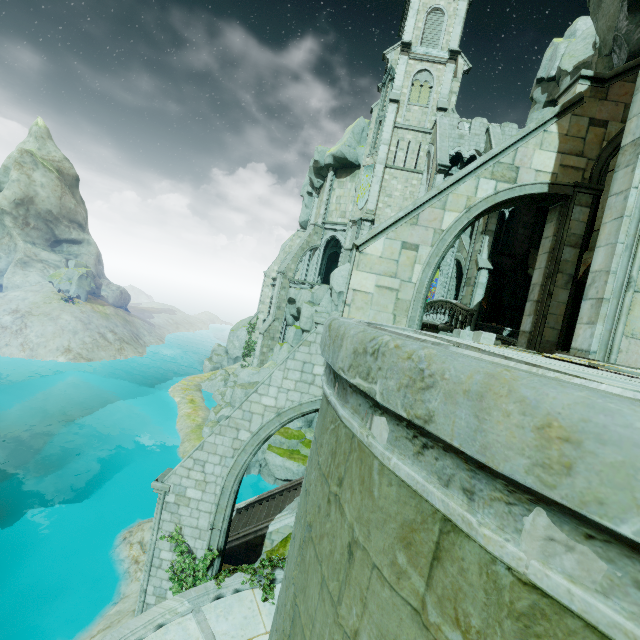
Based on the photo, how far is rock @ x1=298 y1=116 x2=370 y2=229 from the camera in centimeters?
3306cm

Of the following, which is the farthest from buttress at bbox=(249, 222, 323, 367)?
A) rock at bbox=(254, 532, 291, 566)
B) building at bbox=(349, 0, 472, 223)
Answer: rock at bbox=(254, 532, 291, 566)

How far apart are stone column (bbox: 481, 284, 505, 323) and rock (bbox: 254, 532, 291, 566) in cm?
2291

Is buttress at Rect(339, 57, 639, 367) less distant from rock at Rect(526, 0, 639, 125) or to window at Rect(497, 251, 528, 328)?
rock at Rect(526, 0, 639, 125)

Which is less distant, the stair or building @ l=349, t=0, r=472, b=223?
the stair

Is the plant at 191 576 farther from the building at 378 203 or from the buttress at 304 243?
the building at 378 203

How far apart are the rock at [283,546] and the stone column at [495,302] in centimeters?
2291cm

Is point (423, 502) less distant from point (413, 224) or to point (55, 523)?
point (413, 224)
